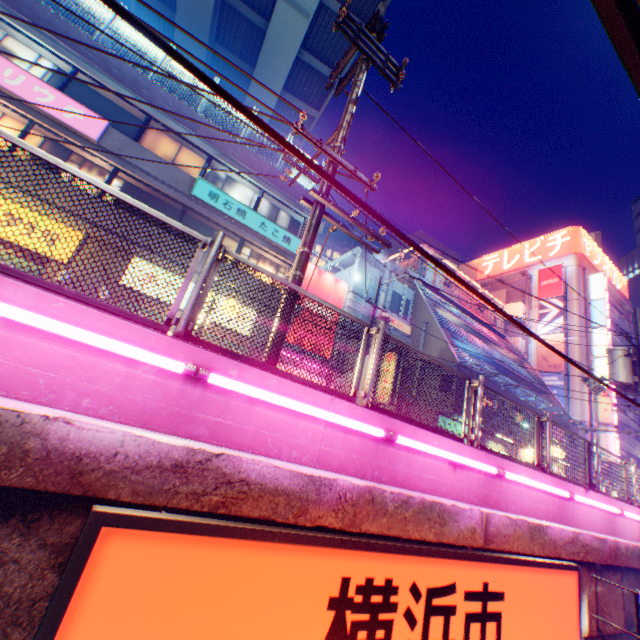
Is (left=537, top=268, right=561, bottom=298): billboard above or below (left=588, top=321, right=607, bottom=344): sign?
above

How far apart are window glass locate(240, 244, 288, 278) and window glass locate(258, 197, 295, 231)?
1.3 meters

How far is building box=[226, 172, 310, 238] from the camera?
15.8 meters

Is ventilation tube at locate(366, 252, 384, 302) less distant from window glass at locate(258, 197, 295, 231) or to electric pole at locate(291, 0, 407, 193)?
window glass at locate(258, 197, 295, 231)

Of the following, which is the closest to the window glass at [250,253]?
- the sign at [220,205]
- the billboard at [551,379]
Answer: the sign at [220,205]

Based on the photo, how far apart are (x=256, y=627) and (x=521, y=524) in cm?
371

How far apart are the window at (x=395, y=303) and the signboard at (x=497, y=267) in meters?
28.8 m

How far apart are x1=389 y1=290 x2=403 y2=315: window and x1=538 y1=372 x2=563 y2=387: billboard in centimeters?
2237cm
